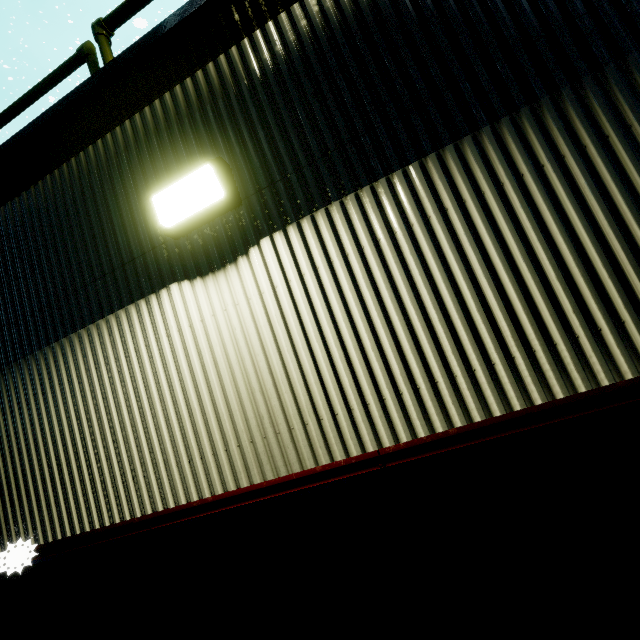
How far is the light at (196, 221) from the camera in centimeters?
170cm

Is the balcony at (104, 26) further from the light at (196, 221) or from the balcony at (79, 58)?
the light at (196, 221)

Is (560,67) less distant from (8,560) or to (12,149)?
(12,149)

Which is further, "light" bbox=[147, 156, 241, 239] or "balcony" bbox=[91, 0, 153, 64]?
"balcony" bbox=[91, 0, 153, 64]

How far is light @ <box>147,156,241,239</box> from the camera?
1.7m

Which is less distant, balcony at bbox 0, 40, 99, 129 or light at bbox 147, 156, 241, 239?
light at bbox 147, 156, 241, 239

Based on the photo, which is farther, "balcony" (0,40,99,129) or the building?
"balcony" (0,40,99,129)

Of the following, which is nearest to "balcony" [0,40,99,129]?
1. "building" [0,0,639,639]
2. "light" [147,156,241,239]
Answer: "building" [0,0,639,639]
